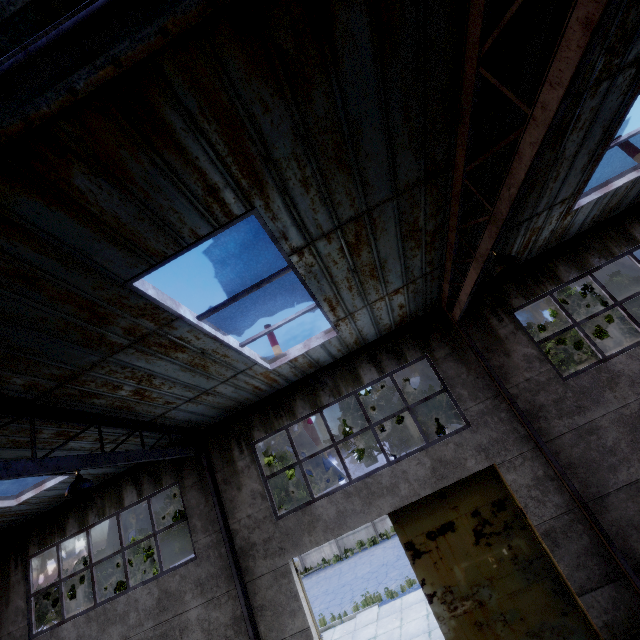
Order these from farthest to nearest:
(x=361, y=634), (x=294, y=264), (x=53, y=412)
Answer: (x=361, y=634), (x=53, y=412), (x=294, y=264)

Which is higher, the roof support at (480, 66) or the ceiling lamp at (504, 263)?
the roof support at (480, 66)

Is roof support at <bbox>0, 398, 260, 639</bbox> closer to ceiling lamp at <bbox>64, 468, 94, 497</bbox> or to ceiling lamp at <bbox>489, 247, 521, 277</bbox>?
ceiling lamp at <bbox>64, 468, 94, 497</bbox>

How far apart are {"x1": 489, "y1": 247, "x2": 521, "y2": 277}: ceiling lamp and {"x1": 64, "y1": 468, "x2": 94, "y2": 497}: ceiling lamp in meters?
7.6 m

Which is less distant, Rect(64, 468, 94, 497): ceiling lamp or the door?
Rect(64, 468, 94, 497): ceiling lamp

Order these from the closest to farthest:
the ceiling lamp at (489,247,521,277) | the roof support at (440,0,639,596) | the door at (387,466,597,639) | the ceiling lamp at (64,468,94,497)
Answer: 1. the roof support at (440,0,639,596)
2. the ceiling lamp at (489,247,521,277)
3. the ceiling lamp at (64,468,94,497)
4. the door at (387,466,597,639)

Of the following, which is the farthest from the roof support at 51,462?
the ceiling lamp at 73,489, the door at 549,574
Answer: the door at 549,574

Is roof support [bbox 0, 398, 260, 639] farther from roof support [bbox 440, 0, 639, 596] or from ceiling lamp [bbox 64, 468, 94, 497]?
roof support [bbox 440, 0, 639, 596]
